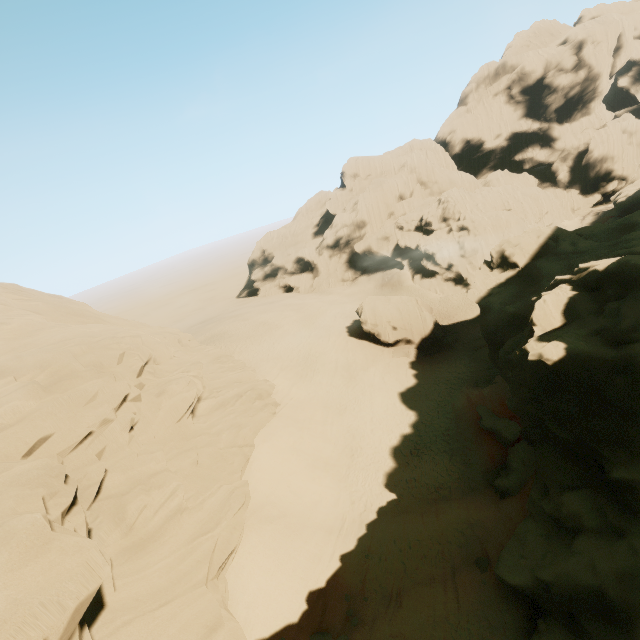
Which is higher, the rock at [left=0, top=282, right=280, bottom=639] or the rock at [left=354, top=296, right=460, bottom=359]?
the rock at [left=0, top=282, right=280, bottom=639]

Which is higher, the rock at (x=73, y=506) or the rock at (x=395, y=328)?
the rock at (x=73, y=506)

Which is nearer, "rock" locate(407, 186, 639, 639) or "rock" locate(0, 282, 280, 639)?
"rock" locate(0, 282, 280, 639)

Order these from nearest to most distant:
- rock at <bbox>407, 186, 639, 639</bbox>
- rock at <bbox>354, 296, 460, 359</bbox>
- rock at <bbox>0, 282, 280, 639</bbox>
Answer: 1. rock at <bbox>0, 282, 280, 639</bbox>
2. rock at <bbox>407, 186, 639, 639</bbox>
3. rock at <bbox>354, 296, 460, 359</bbox>

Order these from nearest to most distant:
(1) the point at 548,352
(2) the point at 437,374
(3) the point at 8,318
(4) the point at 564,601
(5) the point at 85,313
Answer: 1. (4) the point at 564,601
2. (1) the point at 548,352
3. (3) the point at 8,318
4. (5) the point at 85,313
5. (2) the point at 437,374

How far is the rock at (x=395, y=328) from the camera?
36.3 meters

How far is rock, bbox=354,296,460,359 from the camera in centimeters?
3634cm

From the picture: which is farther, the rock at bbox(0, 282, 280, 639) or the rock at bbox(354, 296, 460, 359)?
the rock at bbox(354, 296, 460, 359)
